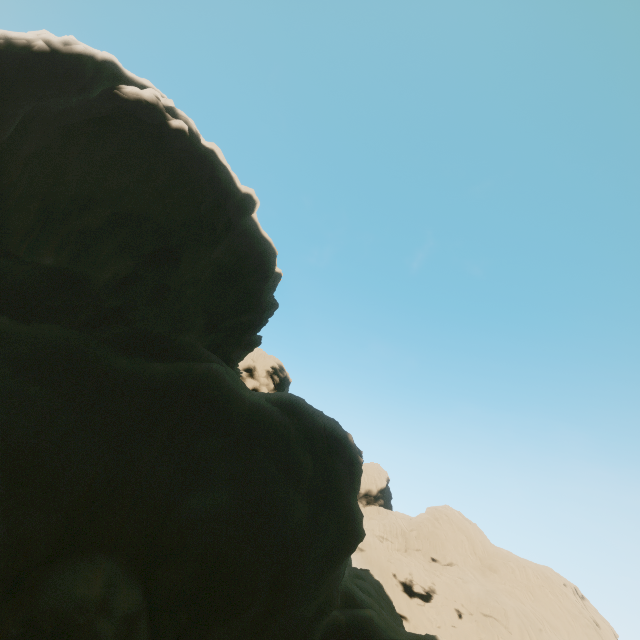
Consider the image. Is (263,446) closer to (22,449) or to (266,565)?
(266,565)
